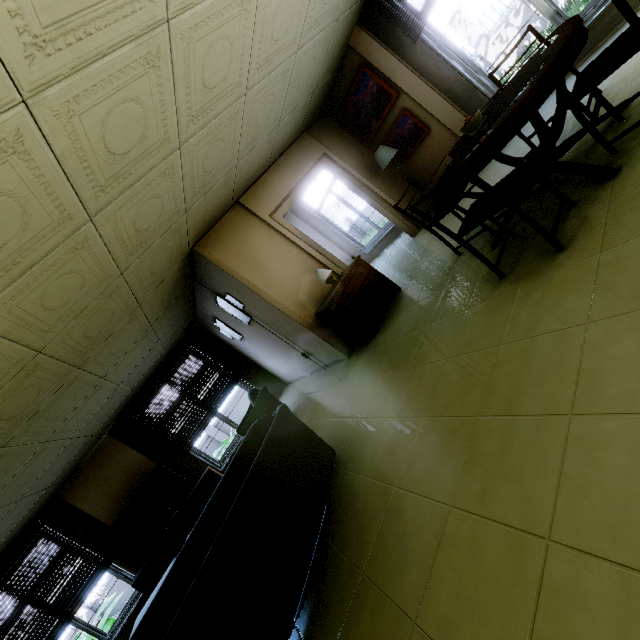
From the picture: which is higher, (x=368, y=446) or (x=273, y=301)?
(x=273, y=301)

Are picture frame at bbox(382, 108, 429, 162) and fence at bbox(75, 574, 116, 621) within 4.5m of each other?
no

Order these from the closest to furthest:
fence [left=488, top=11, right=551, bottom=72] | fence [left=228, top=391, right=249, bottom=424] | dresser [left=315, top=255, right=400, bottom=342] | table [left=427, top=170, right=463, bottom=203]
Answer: table [left=427, top=170, right=463, bottom=203] → dresser [left=315, top=255, right=400, bottom=342] → fence [left=488, top=11, right=551, bottom=72] → fence [left=228, top=391, right=249, bottom=424]

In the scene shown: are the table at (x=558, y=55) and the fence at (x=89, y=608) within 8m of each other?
no

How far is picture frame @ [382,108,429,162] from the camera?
5.4 meters

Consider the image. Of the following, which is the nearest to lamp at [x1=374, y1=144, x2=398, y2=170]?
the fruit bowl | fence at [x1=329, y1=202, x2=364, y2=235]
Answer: the fruit bowl

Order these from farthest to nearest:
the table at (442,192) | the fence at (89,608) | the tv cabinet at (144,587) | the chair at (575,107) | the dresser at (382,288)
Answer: the fence at (89,608), the tv cabinet at (144,587), the dresser at (382,288), the table at (442,192), the chair at (575,107)

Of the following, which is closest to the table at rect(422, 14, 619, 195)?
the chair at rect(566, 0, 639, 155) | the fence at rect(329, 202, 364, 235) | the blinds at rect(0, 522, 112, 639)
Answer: the chair at rect(566, 0, 639, 155)
